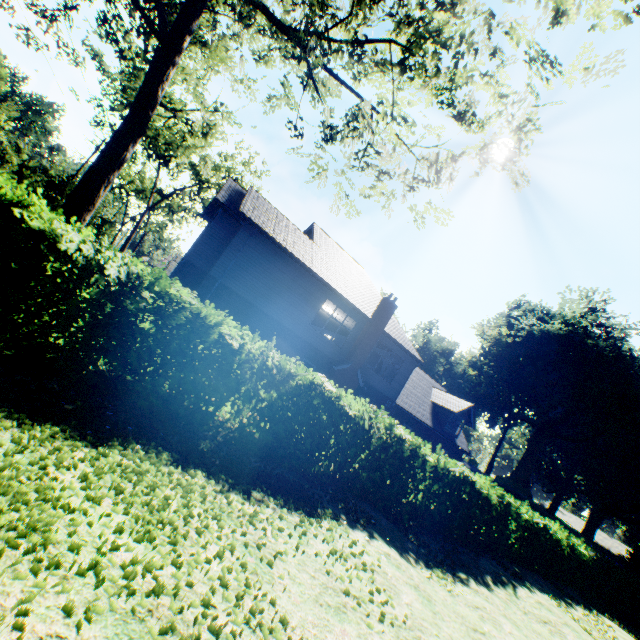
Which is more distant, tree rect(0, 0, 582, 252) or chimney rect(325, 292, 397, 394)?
chimney rect(325, 292, 397, 394)

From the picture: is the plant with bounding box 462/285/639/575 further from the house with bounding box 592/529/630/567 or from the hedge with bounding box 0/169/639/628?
the hedge with bounding box 0/169/639/628

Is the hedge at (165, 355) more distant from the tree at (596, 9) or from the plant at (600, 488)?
the plant at (600, 488)

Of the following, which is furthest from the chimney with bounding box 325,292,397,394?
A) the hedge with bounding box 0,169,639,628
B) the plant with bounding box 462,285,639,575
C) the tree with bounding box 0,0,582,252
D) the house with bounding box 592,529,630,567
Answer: the house with bounding box 592,529,630,567

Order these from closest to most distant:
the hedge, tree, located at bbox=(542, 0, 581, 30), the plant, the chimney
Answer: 1. tree, located at bbox=(542, 0, 581, 30)
2. the hedge
3. the chimney
4. the plant

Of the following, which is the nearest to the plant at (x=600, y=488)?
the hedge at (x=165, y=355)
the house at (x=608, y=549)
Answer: the house at (x=608, y=549)

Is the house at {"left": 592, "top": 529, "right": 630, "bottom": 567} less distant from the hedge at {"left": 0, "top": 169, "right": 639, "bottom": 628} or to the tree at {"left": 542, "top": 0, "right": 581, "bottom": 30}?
the tree at {"left": 542, "top": 0, "right": 581, "bottom": 30}

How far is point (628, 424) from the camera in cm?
3691
